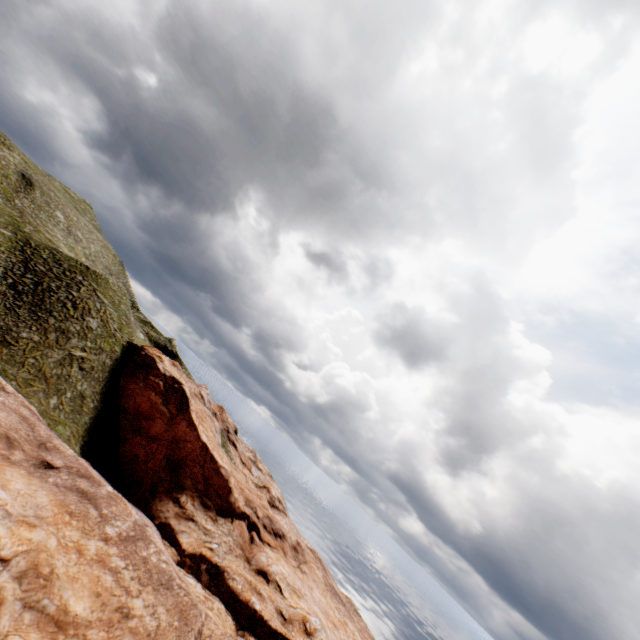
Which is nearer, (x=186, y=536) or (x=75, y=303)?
(x=186, y=536)
